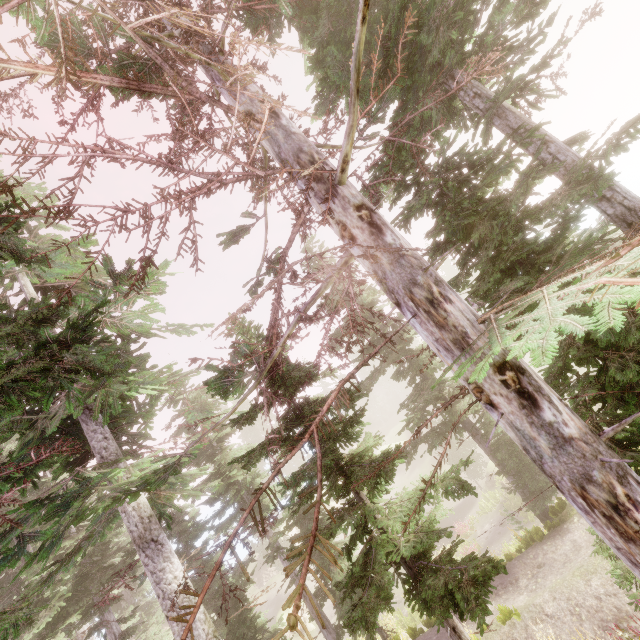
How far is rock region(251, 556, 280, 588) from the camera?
39.62m

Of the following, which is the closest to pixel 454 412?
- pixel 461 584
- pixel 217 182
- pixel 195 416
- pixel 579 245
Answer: pixel 461 584

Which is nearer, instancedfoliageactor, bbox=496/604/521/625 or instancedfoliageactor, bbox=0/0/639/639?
instancedfoliageactor, bbox=0/0/639/639

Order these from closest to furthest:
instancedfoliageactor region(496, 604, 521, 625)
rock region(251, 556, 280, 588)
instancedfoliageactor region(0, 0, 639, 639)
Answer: instancedfoliageactor region(0, 0, 639, 639), instancedfoliageactor region(496, 604, 521, 625), rock region(251, 556, 280, 588)

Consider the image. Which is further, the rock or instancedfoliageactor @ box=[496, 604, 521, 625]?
the rock

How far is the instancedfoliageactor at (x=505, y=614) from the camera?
9.26m

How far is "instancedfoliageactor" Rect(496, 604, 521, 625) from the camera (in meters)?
9.26

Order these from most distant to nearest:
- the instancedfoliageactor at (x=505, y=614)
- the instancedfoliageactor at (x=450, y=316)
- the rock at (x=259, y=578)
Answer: the rock at (x=259, y=578), the instancedfoliageactor at (x=505, y=614), the instancedfoliageactor at (x=450, y=316)
